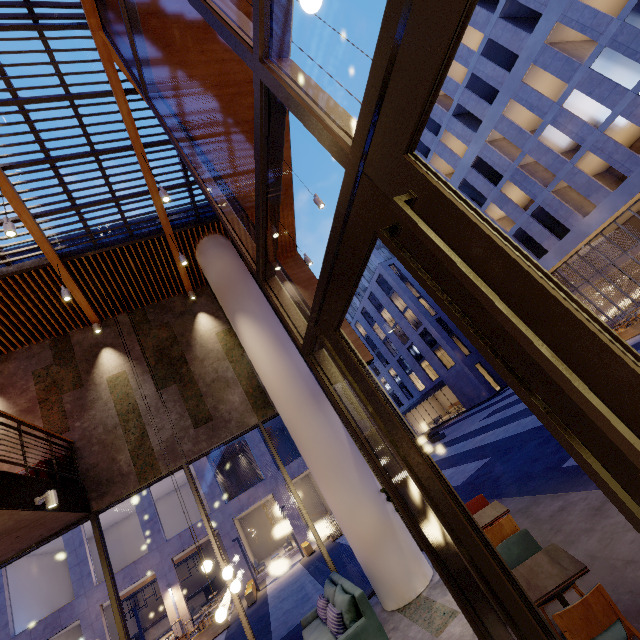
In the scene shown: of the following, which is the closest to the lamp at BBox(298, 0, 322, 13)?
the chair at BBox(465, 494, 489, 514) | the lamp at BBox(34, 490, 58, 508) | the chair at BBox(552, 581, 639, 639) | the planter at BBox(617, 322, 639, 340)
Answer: the chair at BBox(552, 581, 639, 639)

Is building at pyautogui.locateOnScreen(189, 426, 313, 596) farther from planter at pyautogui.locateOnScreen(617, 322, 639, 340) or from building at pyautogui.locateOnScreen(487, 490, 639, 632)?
building at pyautogui.locateOnScreen(487, 490, 639, 632)

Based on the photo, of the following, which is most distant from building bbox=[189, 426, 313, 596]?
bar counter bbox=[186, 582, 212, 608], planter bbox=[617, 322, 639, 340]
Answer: planter bbox=[617, 322, 639, 340]

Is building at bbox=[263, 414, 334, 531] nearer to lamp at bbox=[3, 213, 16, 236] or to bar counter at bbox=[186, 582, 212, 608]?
bar counter at bbox=[186, 582, 212, 608]

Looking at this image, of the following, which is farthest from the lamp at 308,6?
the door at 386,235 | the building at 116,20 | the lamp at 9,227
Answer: Result: the lamp at 9,227

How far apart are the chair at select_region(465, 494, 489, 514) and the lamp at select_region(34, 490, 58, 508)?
7.0m

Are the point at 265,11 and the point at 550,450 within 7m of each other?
no

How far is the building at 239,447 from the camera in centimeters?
2083cm
